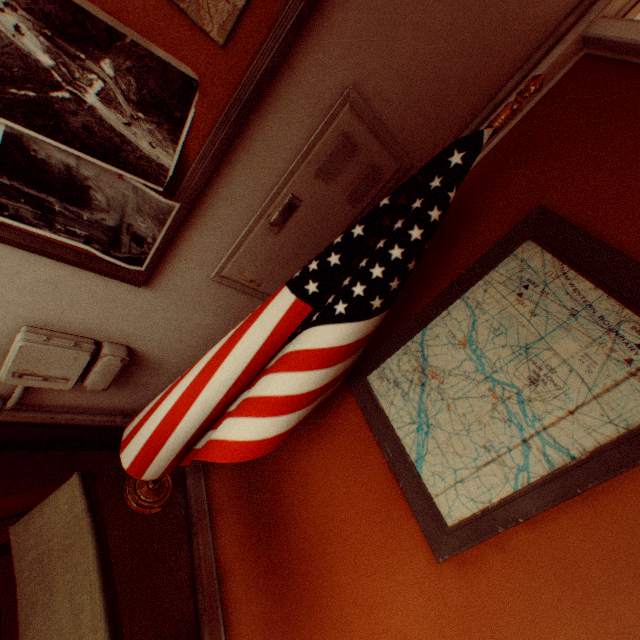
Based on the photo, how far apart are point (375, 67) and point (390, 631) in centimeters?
188cm

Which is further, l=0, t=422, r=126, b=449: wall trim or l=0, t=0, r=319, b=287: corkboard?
l=0, t=422, r=126, b=449: wall trim

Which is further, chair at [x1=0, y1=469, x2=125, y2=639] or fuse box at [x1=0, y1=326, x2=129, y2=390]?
fuse box at [x1=0, y1=326, x2=129, y2=390]

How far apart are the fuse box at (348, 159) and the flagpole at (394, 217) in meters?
0.1 m

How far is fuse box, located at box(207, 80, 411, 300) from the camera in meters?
1.1

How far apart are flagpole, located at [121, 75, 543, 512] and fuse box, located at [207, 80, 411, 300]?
0.1m

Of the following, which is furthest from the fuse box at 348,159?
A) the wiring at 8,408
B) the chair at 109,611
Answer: the chair at 109,611

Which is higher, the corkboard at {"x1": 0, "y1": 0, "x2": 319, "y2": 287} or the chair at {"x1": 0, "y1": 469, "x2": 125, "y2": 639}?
the corkboard at {"x1": 0, "y1": 0, "x2": 319, "y2": 287}
